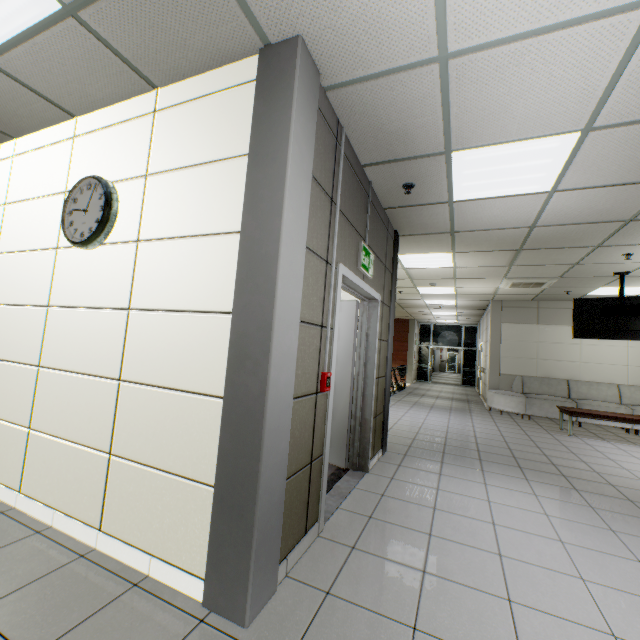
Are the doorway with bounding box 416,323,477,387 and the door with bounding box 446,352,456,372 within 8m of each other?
no

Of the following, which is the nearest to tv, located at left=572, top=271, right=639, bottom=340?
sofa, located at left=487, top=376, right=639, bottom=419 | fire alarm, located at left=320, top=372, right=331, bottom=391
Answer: sofa, located at left=487, top=376, right=639, bottom=419

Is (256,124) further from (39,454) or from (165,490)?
(39,454)

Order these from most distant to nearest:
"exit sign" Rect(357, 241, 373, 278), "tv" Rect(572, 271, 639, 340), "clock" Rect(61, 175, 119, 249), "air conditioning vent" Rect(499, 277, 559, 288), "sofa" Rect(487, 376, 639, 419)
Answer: "sofa" Rect(487, 376, 639, 419) < "air conditioning vent" Rect(499, 277, 559, 288) < "tv" Rect(572, 271, 639, 340) < "exit sign" Rect(357, 241, 373, 278) < "clock" Rect(61, 175, 119, 249)

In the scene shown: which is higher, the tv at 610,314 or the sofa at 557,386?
the tv at 610,314

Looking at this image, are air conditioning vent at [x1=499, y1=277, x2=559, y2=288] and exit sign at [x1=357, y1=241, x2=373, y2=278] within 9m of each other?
yes

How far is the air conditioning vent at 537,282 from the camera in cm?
678

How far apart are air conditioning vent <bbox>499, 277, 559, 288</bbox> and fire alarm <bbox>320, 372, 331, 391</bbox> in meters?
6.2 m
